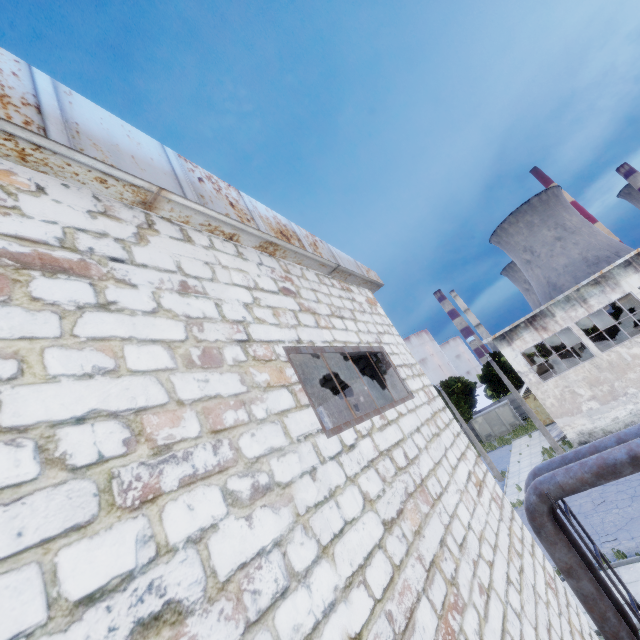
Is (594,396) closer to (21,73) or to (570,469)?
(570,469)

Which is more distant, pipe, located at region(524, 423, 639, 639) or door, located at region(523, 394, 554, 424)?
door, located at region(523, 394, 554, 424)

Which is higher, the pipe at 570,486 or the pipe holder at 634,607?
the pipe at 570,486

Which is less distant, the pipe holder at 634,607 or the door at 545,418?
the pipe holder at 634,607

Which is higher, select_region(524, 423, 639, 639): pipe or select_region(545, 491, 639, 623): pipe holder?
select_region(524, 423, 639, 639): pipe

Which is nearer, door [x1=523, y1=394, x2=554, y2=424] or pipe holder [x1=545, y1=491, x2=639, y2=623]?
pipe holder [x1=545, y1=491, x2=639, y2=623]

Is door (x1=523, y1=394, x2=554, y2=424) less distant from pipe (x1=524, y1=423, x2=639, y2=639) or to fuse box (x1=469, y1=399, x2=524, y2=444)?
fuse box (x1=469, y1=399, x2=524, y2=444)

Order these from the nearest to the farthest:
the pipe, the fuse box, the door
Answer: the pipe < the door < the fuse box
